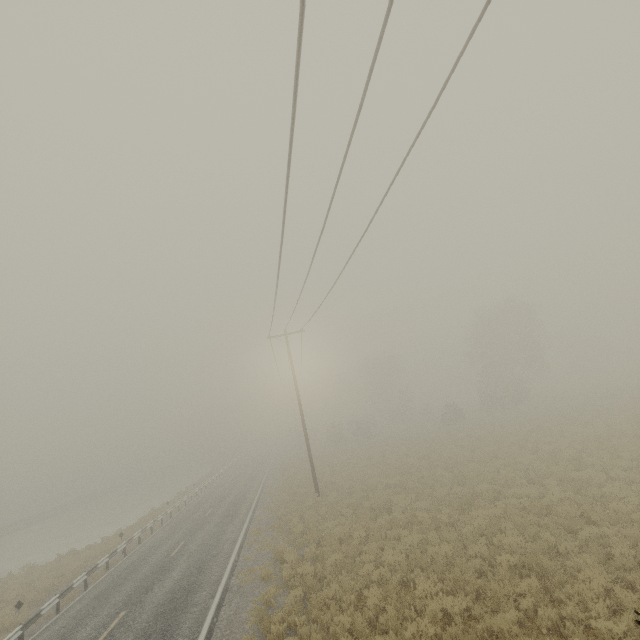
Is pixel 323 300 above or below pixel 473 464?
above
